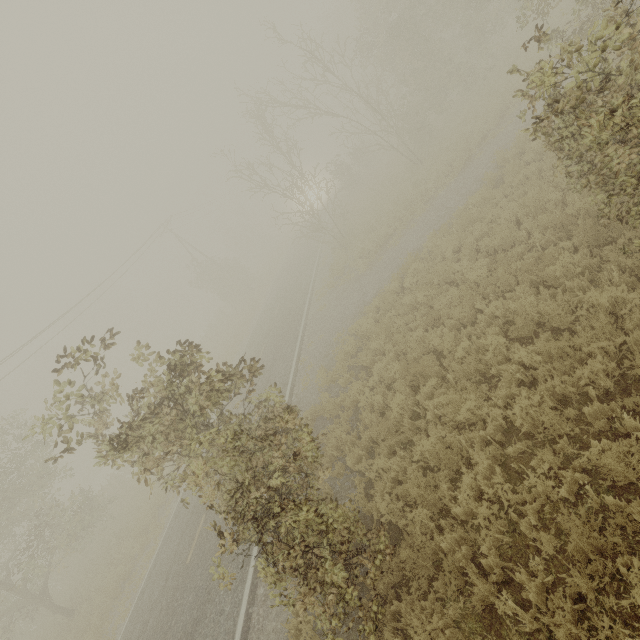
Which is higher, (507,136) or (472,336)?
(472,336)
